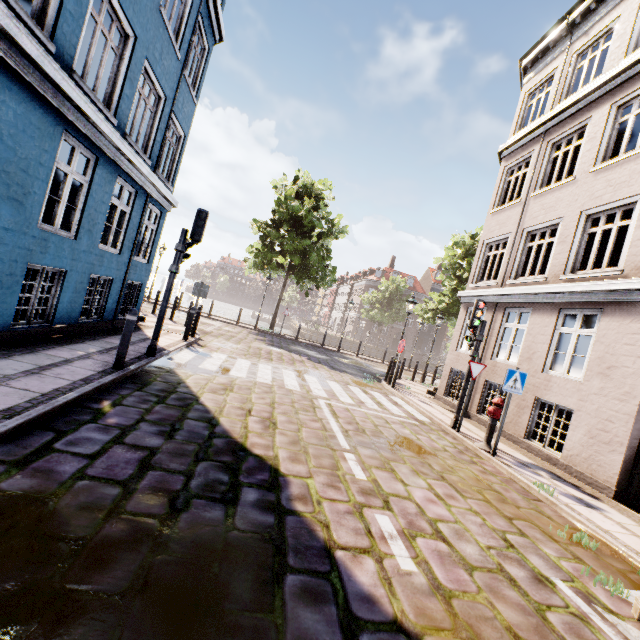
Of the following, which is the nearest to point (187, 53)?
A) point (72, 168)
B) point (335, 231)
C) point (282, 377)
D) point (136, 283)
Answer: point (72, 168)

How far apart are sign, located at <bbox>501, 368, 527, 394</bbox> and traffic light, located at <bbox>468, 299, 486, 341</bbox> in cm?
170

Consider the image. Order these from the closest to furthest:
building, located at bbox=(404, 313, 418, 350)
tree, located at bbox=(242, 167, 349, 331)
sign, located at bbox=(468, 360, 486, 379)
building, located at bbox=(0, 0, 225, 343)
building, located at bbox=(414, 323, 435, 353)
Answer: building, located at bbox=(0, 0, 225, 343) → sign, located at bbox=(468, 360, 486, 379) → tree, located at bbox=(242, 167, 349, 331) → building, located at bbox=(404, 313, 418, 350) → building, located at bbox=(414, 323, 435, 353)

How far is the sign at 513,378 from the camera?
6.77m

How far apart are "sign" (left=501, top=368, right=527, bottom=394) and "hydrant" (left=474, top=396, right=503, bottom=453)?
0.5 meters

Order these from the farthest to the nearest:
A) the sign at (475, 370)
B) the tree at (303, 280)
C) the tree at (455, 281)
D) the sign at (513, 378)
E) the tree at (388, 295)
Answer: the tree at (388, 295) < the tree at (455, 281) < the tree at (303, 280) < the sign at (475, 370) < the sign at (513, 378)

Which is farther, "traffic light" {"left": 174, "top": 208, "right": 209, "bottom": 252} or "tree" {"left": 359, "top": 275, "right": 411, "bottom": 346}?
"tree" {"left": 359, "top": 275, "right": 411, "bottom": 346}

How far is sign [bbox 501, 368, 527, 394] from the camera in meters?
6.8 m
